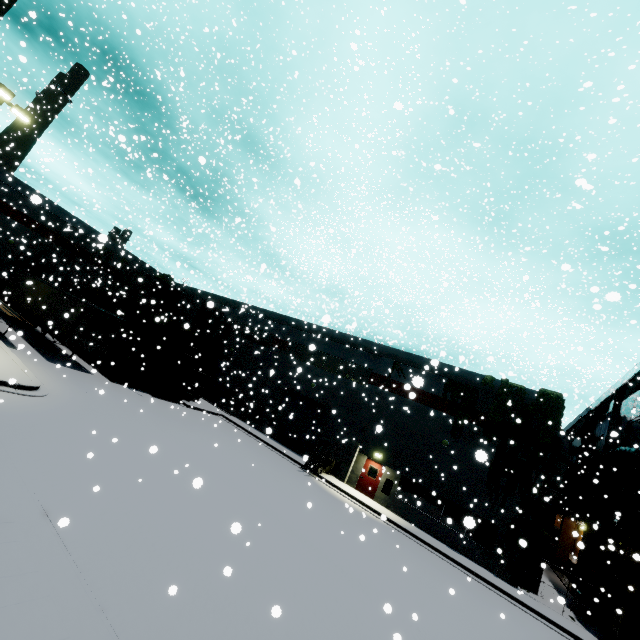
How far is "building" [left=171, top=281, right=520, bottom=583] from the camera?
19.2 meters

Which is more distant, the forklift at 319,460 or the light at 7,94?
the forklift at 319,460

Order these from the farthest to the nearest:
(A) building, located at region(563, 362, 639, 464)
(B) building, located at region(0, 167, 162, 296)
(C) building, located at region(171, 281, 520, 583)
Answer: (B) building, located at region(0, 167, 162, 296)
(A) building, located at region(563, 362, 639, 464)
(C) building, located at region(171, 281, 520, 583)

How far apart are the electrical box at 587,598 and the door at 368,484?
12.32m

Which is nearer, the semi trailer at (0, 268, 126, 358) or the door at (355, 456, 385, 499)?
the semi trailer at (0, 268, 126, 358)

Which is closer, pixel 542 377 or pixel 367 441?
pixel 542 377

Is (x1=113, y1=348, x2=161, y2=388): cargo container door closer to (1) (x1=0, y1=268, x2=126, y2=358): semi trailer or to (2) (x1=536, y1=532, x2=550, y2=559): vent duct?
(1) (x1=0, y1=268, x2=126, y2=358): semi trailer

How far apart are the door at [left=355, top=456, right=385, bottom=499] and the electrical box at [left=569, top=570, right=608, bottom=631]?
12.32m
